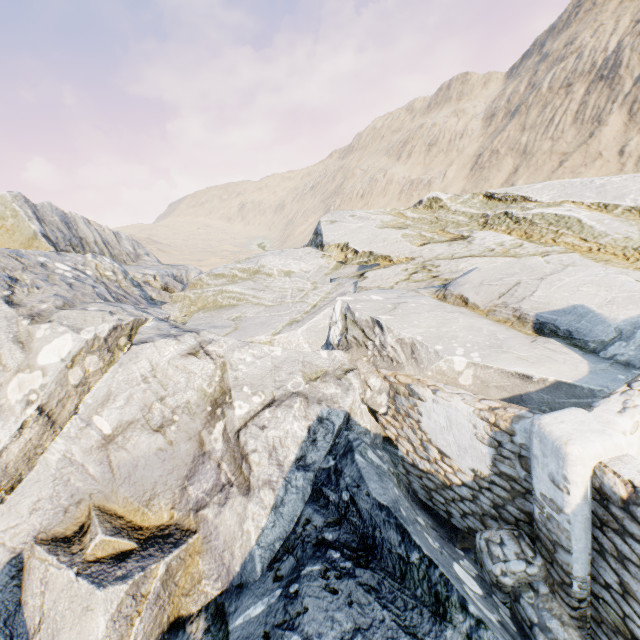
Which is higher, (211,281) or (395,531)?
(211,281)

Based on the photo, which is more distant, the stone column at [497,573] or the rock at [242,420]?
the rock at [242,420]

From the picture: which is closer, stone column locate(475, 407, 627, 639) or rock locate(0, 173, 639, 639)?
stone column locate(475, 407, 627, 639)
